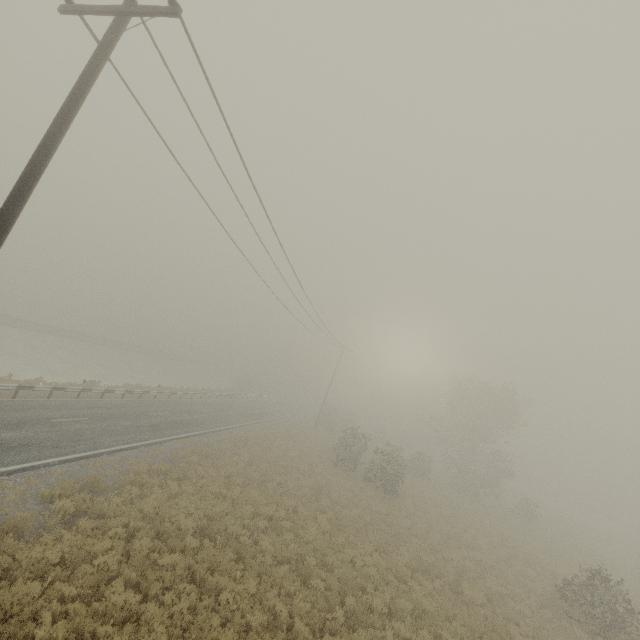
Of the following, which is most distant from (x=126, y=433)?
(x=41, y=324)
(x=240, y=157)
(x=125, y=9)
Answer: (x=41, y=324)
